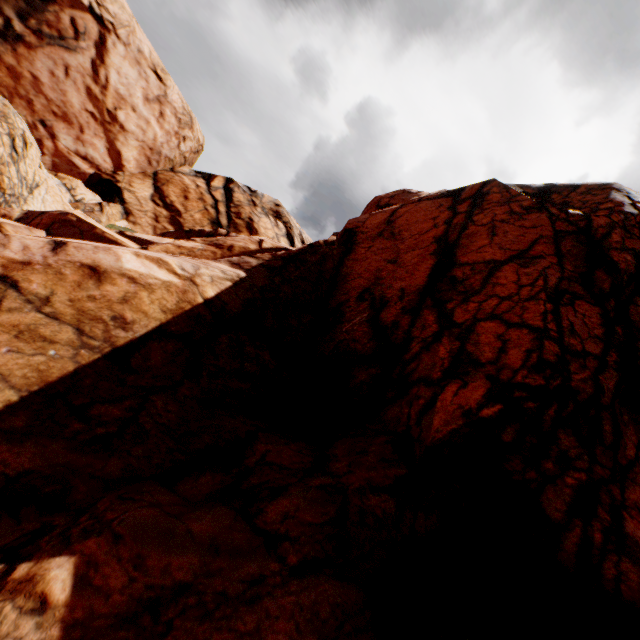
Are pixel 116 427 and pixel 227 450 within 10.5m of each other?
yes
